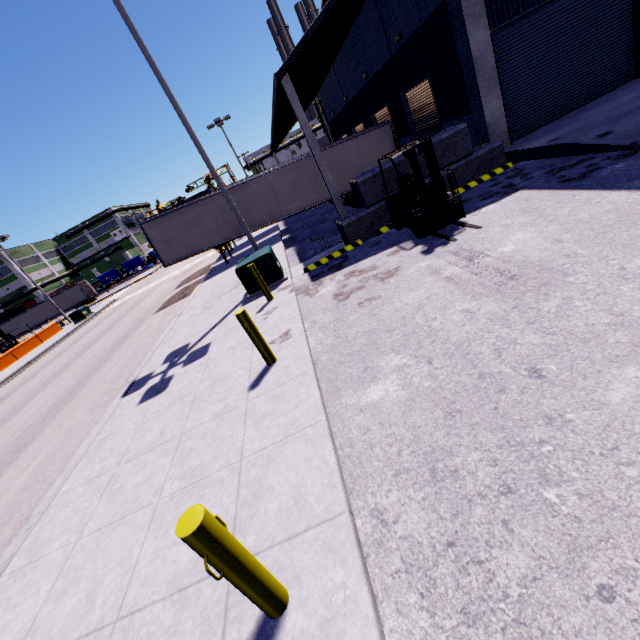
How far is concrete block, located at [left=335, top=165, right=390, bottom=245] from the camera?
10.39m

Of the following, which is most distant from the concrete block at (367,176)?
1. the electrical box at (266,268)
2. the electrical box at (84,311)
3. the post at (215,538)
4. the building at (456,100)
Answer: the electrical box at (84,311)

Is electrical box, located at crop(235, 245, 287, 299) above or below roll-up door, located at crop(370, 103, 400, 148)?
below

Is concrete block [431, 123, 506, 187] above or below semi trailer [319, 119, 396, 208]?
below

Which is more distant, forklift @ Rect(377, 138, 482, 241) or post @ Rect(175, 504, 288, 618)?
forklift @ Rect(377, 138, 482, 241)

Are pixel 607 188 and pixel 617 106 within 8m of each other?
yes

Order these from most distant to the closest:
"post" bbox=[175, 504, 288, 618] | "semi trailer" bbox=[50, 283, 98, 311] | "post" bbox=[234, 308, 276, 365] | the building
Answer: "semi trailer" bbox=[50, 283, 98, 311]
the building
"post" bbox=[234, 308, 276, 365]
"post" bbox=[175, 504, 288, 618]

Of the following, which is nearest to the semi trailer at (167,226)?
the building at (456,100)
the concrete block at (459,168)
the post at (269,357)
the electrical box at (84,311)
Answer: the building at (456,100)
